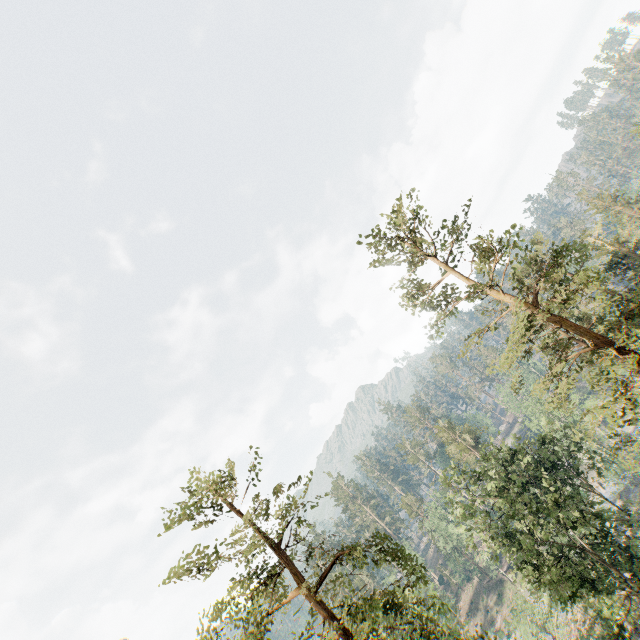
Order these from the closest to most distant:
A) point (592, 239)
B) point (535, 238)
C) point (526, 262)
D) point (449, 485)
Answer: point (526, 262) < point (449, 485) < point (535, 238) < point (592, 239)

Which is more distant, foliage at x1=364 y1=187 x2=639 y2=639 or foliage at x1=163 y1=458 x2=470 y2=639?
foliage at x1=364 y1=187 x2=639 y2=639

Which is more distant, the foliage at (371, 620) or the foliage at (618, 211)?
the foliage at (618, 211)
